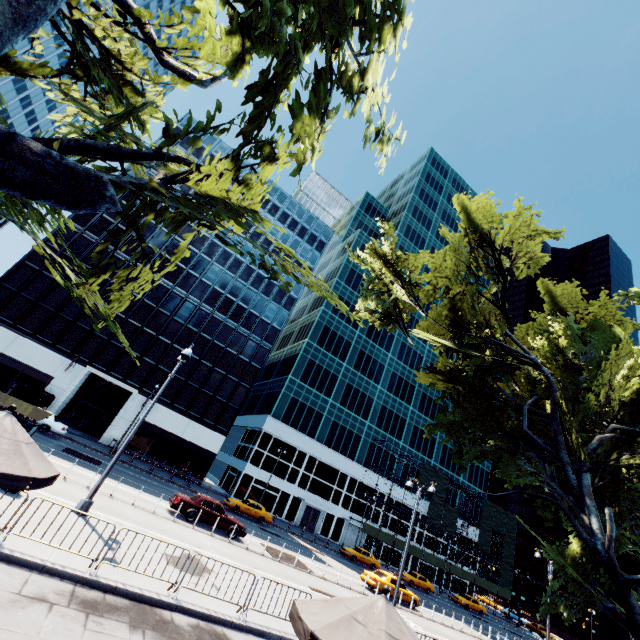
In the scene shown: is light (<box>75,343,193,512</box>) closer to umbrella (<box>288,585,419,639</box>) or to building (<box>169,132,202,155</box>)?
umbrella (<box>288,585,419,639</box>)

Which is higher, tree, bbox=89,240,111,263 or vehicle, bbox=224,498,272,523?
tree, bbox=89,240,111,263

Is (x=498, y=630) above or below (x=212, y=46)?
below

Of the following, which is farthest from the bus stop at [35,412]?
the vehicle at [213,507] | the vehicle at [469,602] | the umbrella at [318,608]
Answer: the vehicle at [469,602]

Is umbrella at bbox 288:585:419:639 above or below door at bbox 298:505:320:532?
above

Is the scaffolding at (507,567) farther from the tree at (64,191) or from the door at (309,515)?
the tree at (64,191)

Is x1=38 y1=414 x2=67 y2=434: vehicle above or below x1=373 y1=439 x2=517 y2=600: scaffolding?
below

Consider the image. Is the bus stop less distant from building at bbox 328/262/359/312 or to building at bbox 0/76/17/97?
building at bbox 328/262/359/312
